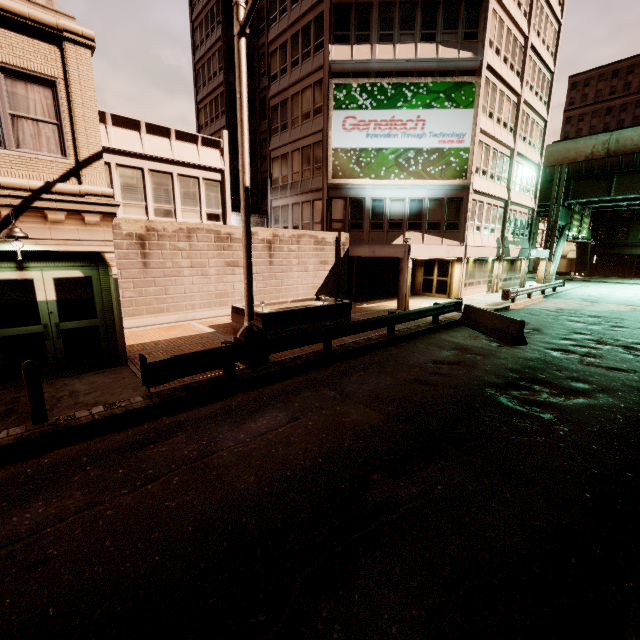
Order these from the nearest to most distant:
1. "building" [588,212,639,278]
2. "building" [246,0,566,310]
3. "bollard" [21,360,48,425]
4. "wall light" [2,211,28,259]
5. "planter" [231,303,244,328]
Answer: "bollard" [21,360,48,425]
"wall light" [2,211,28,259]
"planter" [231,303,244,328]
"building" [246,0,566,310]
"building" [588,212,639,278]

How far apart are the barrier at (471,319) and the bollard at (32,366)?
13.91m

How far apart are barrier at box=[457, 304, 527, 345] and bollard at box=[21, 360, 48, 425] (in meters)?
13.91

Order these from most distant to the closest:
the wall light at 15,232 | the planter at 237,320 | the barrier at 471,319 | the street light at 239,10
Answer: the planter at 237,320 → the barrier at 471,319 → the street light at 239,10 → the wall light at 15,232

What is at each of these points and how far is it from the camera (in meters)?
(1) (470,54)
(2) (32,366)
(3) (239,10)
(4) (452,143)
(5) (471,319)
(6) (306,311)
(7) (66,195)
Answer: (1) building, 19.77
(2) bollard, 5.91
(3) street light, 7.64
(4) sign, 20.52
(5) barrier, 15.20
(6) planter, 13.55
(7) building, 7.73

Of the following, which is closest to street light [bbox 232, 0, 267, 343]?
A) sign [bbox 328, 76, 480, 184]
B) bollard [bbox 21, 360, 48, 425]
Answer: bollard [bbox 21, 360, 48, 425]

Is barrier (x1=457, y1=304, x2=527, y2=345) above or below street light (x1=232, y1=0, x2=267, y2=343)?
below

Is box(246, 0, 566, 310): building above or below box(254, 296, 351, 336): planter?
above
